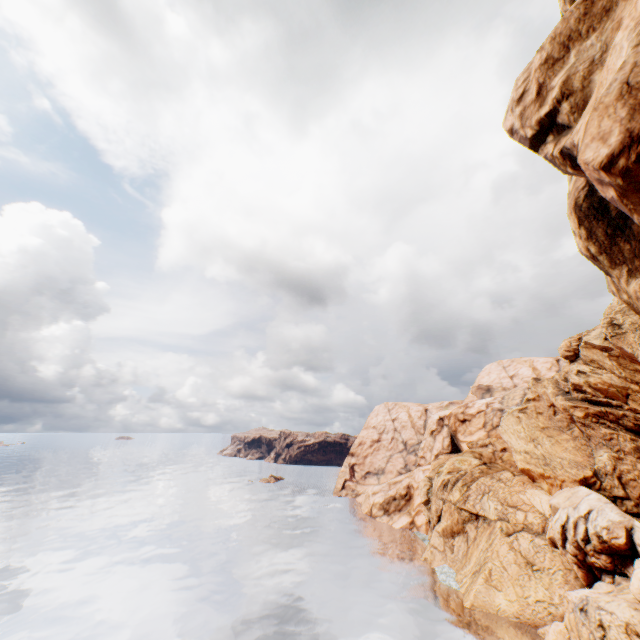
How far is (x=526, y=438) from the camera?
50.6m
